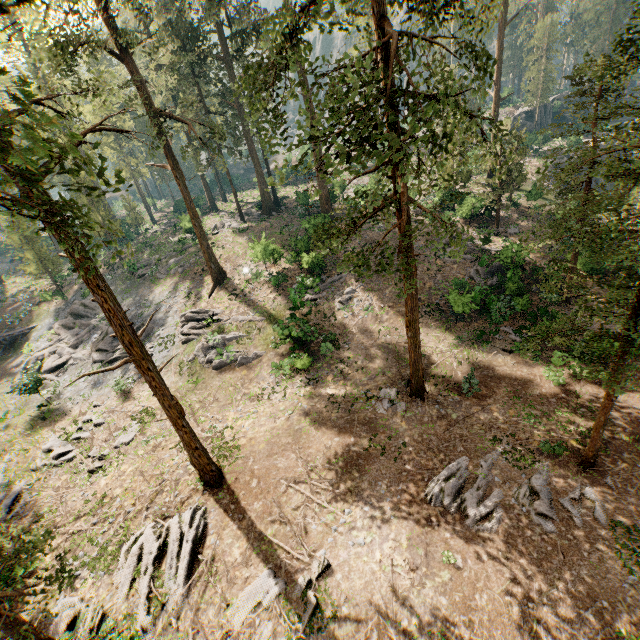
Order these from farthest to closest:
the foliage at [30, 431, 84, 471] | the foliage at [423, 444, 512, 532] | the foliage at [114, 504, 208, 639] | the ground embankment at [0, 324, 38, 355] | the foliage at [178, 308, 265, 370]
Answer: the ground embankment at [0, 324, 38, 355]
the foliage at [178, 308, 265, 370]
the foliage at [30, 431, 84, 471]
the foliage at [423, 444, 512, 532]
the foliage at [114, 504, 208, 639]

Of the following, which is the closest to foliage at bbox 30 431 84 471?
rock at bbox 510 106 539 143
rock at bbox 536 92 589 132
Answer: rock at bbox 536 92 589 132

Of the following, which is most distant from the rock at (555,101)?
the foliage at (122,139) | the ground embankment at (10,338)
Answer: the ground embankment at (10,338)

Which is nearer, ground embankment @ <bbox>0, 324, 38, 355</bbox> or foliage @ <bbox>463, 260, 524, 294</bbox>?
foliage @ <bbox>463, 260, 524, 294</bbox>

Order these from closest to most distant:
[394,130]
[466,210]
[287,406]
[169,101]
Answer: [394,130] < [287,406] < [169,101] < [466,210]

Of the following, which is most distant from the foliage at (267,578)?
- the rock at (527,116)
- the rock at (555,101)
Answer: the rock at (527,116)

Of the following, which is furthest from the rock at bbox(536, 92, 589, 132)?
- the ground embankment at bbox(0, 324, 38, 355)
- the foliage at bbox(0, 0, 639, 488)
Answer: the ground embankment at bbox(0, 324, 38, 355)
